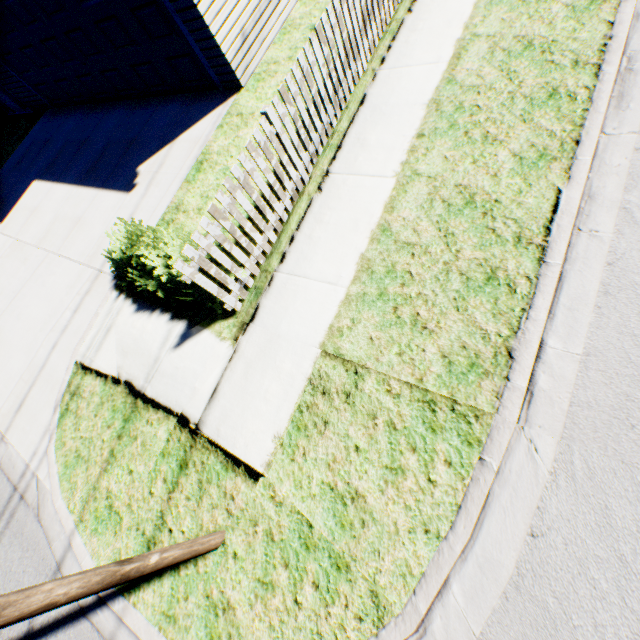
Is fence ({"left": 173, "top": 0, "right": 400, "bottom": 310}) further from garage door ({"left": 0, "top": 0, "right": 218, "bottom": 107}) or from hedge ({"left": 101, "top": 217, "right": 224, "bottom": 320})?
garage door ({"left": 0, "top": 0, "right": 218, "bottom": 107})

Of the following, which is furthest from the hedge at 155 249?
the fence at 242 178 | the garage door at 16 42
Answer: the garage door at 16 42

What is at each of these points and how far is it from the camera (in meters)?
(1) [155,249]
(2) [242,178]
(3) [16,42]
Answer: (1) hedge, 5.02
(2) fence, 4.04
(3) garage door, 9.09

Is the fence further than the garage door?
No

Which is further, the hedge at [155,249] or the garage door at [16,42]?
the garage door at [16,42]

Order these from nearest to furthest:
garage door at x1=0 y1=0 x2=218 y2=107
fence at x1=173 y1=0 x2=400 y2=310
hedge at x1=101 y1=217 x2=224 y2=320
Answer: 1. fence at x1=173 y1=0 x2=400 y2=310
2. hedge at x1=101 y1=217 x2=224 y2=320
3. garage door at x1=0 y1=0 x2=218 y2=107

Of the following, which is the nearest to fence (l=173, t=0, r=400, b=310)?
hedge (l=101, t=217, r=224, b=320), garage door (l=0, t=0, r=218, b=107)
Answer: hedge (l=101, t=217, r=224, b=320)
